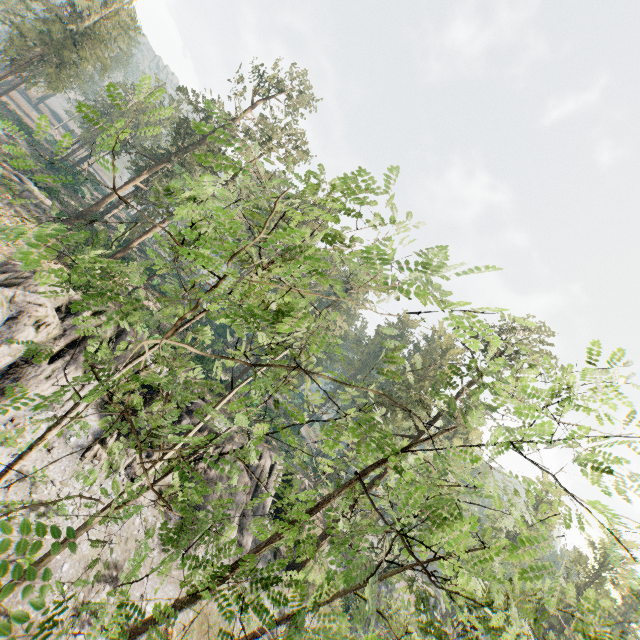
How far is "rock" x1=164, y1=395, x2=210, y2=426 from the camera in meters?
24.1 m

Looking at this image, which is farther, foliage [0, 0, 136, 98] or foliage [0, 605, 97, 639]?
foliage [0, 0, 136, 98]

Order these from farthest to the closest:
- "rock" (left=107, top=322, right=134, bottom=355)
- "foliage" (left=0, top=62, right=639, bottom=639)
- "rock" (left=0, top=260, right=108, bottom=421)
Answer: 1. "rock" (left=107, top=322, right=134, bottom=355)
2. "rock" (left=0, top=260, right=108, bottom=421)
3. "foliage" (left=0, top=62, right=639, bottom=639)

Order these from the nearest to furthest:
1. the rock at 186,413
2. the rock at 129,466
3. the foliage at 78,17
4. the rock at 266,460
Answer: the rock at 129,466 → the rock at 186,413 → the rock at 266,460 → the foliage at 78,17

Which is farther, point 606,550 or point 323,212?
point 323,212

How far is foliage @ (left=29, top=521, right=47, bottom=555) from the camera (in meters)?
2.45

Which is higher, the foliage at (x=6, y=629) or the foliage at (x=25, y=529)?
the foliage at (x=25, y=529)
